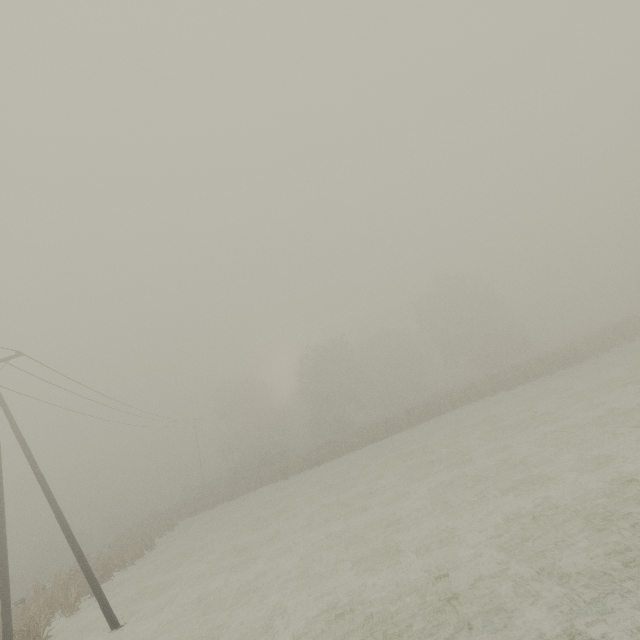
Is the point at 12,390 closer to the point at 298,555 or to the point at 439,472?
the point at 298,555
